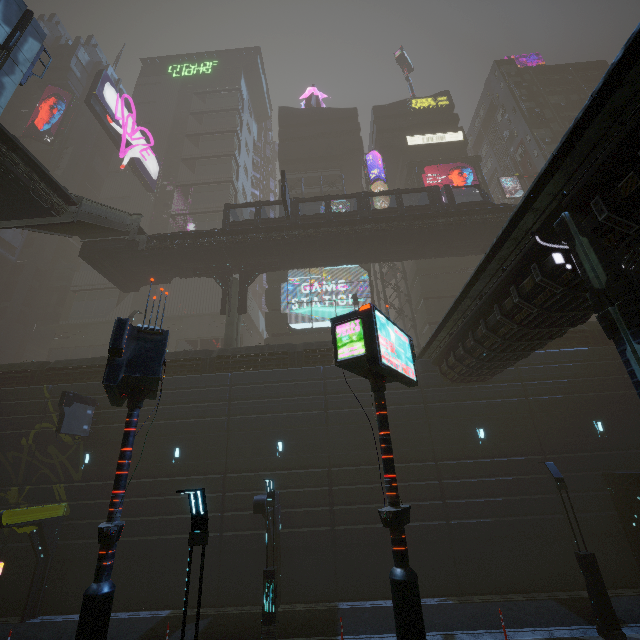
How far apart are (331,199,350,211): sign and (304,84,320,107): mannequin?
22.4m

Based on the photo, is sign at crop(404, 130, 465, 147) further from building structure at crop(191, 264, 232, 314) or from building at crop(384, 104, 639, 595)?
building structure at crop(191, 264, 232, 314)

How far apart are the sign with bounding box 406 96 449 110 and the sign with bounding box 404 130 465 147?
5.64m

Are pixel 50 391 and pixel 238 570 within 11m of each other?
no

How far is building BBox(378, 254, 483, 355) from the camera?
33.7 meters

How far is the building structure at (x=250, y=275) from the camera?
27.22m

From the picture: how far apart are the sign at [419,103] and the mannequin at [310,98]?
13.1m

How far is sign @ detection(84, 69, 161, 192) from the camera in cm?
3878
